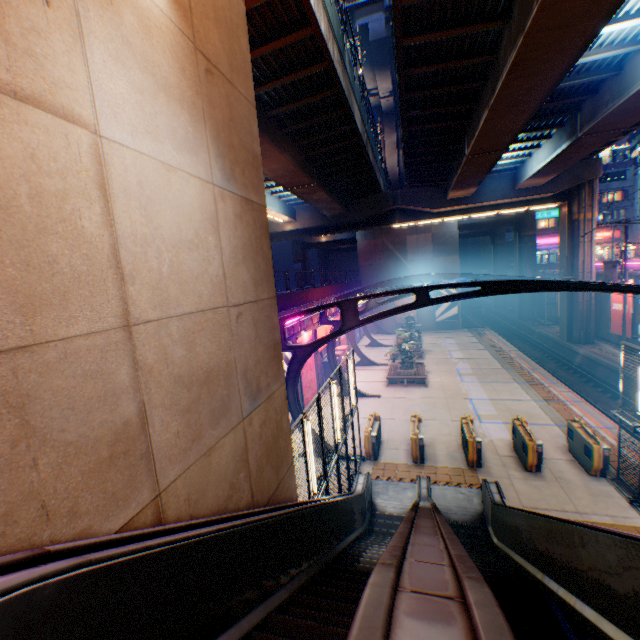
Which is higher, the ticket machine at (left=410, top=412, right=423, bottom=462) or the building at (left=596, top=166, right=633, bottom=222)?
the building at (left=596, top=166, right=633, bottom=222)

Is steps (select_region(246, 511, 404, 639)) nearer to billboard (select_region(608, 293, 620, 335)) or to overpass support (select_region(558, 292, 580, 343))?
overpass support (select_region(558, 292, 580, 343))

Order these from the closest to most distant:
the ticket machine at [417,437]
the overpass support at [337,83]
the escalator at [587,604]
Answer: the escalator at [587,604] → the overpass support at [337,83] → the ticket machine at [417,437]

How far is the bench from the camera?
21.61m

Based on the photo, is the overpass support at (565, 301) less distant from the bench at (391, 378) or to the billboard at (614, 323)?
the billboard at (614, 323)

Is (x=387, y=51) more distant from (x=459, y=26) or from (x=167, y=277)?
(x=167, y=277)

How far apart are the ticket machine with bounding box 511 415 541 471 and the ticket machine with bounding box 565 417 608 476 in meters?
1.4 m

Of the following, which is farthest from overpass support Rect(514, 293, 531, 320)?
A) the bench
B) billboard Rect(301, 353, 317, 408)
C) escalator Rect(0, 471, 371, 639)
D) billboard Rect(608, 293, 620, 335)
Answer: the bench
